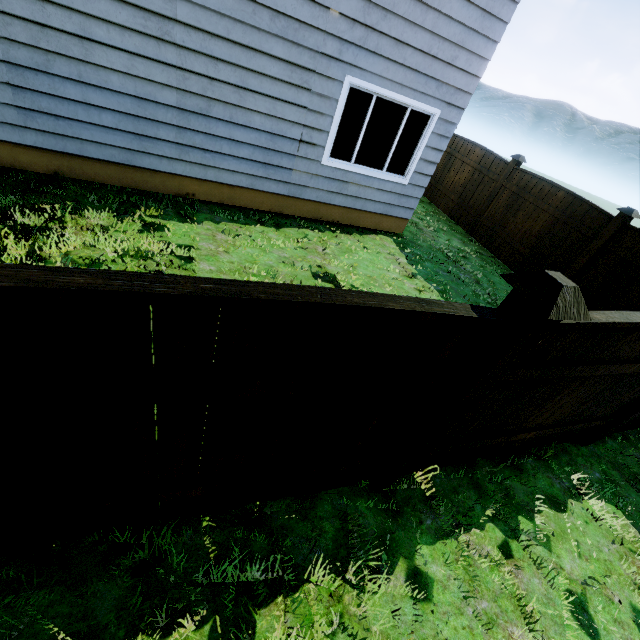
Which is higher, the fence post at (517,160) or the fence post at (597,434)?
the fence post at (517,160)

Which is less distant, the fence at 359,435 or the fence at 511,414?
the fence at 359,435

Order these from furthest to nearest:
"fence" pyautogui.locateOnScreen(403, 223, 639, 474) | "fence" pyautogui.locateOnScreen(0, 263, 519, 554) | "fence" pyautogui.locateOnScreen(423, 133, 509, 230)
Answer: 1. "fence" pyautogui.locateOnScreen(423, 133, 509, 230)
2. "fence" pyautogui.locateOnScreen(403, 223, 639, 474)
3. "fence" pyautogui.locateOnScreen(0, 263, 519, 554)

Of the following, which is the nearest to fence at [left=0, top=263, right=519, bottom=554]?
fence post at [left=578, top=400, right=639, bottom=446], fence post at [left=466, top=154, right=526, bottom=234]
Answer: fence post at [left=578, top=400, right=639, bottom=446]

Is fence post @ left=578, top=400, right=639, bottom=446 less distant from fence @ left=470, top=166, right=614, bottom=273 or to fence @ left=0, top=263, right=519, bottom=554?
fence @ left=470, top=166, right=614, bottom=273

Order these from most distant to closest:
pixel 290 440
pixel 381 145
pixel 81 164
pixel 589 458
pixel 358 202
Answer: pixel 358 202 < pixel 381 145 < pixel 81 164 < pixel 589 458 < pixel 290 440

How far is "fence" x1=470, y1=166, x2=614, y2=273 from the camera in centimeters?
684cm

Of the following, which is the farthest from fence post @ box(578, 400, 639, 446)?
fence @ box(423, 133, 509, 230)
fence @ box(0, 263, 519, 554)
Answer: fence @ box(0, 263, 519, 554)
